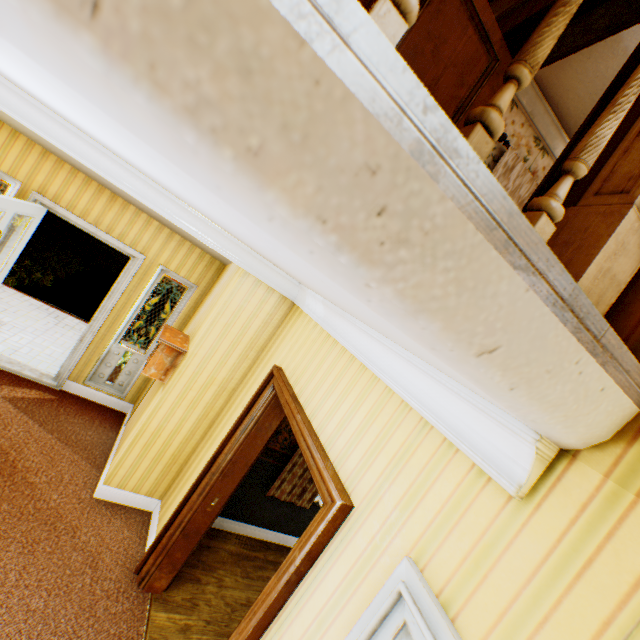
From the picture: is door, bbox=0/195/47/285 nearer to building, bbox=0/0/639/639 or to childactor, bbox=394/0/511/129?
building, bbox=0/0/639/639

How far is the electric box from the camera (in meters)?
3.54

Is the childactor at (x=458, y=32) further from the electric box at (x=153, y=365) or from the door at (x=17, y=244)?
the door at (x=17, y=244)

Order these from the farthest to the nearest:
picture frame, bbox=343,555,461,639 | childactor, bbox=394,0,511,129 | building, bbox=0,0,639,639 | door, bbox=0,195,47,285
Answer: door, bbox=0,195,47,285 → childactor, bbox=394,0,511,129 → picture frame, bbox=343,555,461,639 → building, bbox=0,0,639,639

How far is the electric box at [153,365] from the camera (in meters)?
3.54

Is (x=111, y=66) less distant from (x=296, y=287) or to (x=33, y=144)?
(x=296, y=287)

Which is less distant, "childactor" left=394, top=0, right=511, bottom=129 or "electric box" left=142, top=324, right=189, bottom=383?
"childactor" left=394, top=0, right=511, bottom=129

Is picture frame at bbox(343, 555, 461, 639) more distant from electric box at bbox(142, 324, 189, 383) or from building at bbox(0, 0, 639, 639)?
electric box at bbox(142, 324, 189, 383)
